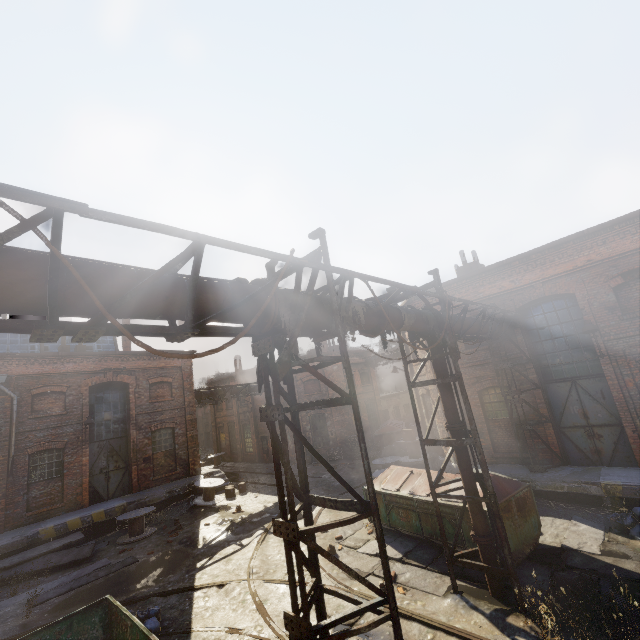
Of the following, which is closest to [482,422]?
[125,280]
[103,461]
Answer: [125,280]

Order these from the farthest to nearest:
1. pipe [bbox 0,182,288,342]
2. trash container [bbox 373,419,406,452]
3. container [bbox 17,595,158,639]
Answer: trash container [bbox 373,419,406,452] → container [bbox 17,595,158,639] → pipe [bbox 0,182,288,342]

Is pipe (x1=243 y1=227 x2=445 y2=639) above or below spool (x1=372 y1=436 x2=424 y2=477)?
above

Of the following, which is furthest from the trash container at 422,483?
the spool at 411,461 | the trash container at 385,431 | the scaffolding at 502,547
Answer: the trash container at 385,431

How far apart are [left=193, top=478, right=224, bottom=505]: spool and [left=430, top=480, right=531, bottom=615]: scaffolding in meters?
13.3 m

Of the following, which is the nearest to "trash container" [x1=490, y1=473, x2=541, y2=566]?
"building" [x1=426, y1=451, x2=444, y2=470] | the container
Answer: "building" [x1=426, y1=451, x2=444, y2=470]

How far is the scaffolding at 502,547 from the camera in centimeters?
616cm

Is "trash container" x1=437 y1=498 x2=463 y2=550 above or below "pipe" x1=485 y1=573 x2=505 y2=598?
above
